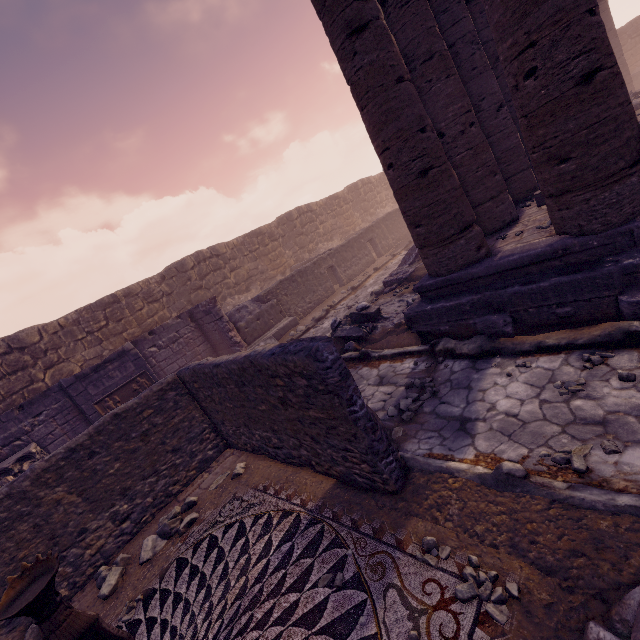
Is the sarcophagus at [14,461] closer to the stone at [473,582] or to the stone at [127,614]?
the stone at [127,614]

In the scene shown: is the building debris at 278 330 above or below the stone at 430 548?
above

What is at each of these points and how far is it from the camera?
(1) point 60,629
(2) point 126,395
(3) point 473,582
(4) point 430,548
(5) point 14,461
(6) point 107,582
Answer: (1) sculpture, 2.2m
(2) relief sculpture, 9.3m
(3) stone, 2.4m
(4) stone, 2.7m
(5) sarcophagus, 7.8m
(6) rocks, 4.5m

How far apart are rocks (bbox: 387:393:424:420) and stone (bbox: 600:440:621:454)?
2.1m

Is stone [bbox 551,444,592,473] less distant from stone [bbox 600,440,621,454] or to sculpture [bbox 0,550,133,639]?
stone [bbox 600,440,621,454]

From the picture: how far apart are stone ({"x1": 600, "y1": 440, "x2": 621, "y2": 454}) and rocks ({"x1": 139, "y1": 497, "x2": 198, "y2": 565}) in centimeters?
526cm

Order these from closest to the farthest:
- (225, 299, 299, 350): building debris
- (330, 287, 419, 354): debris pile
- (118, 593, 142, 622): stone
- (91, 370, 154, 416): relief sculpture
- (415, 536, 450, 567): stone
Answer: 1. (415, 536, 450, 567): stone
2. (118, 593, 142, 622): stone
3. (330, 287, 419, 354): debris pile
4. (91, 370, 154, 416): relief sculpture
5. (225, 299, 299, 350): building debris

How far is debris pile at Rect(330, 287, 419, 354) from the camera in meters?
7.5 m
